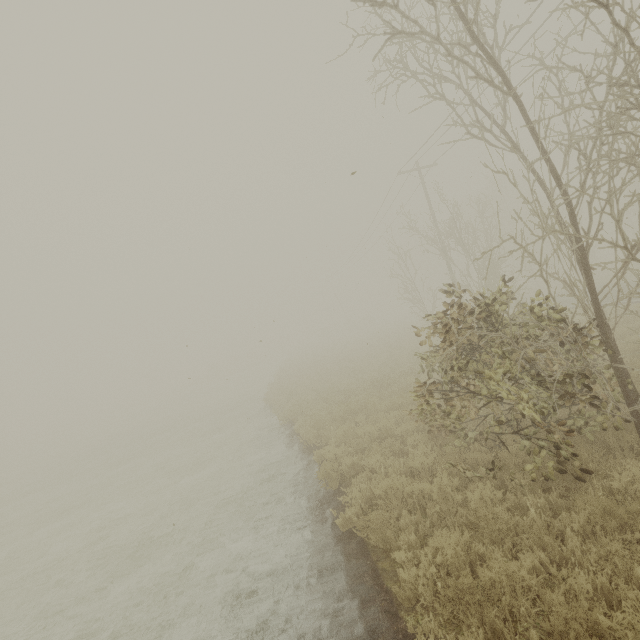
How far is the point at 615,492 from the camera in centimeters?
480cm
